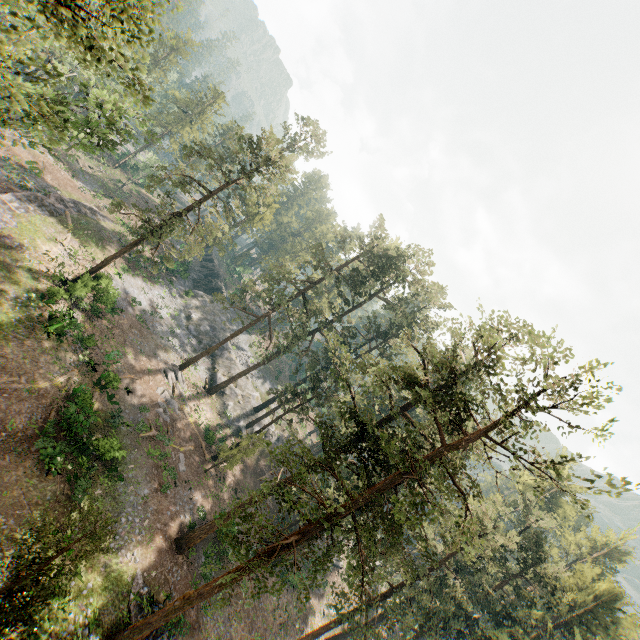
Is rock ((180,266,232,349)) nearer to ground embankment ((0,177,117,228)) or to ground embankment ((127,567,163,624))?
ground embankment ((0,177,117,228))

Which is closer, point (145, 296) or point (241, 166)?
point (241, 166)

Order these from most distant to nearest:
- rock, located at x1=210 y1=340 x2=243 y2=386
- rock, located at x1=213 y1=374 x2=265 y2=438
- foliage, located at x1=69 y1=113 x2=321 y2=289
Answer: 1. rock, located at x1=210 y1=340 x2=243 y2=386
2. rock, located at x1=213 y1=374 x2=265 y2=438
3. foliage, located at x1=69 y1=113 x2=321 y2=289

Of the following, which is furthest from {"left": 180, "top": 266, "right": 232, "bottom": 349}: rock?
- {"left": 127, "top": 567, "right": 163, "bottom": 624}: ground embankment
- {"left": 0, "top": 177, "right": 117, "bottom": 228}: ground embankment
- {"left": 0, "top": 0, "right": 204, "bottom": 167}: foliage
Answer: {"left": 127, "top": 567, "right": 163, "bottom": 624}: ground embankment

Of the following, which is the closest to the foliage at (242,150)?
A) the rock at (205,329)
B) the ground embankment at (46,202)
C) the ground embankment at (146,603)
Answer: the rock at (205,329)

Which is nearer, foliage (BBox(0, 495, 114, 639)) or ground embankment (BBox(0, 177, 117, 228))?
foliage (BBox(0, 495, 114, 639))

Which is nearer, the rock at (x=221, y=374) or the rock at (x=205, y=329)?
the rock at (x=221, y=374)

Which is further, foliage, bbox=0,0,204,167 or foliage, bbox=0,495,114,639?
foliage, bbox=0,495,114,639
